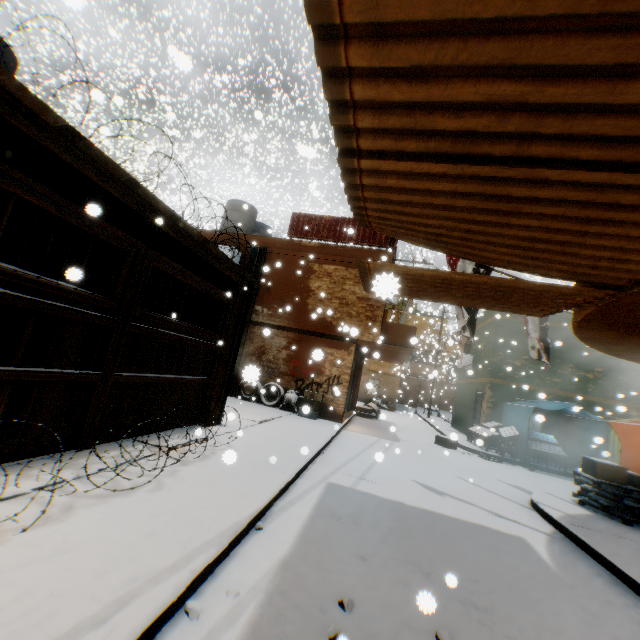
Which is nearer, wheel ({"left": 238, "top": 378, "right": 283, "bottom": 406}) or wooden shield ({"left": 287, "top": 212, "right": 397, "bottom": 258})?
wheel ({"left": 238, "top": 378, "right": 283, "bottom": 406})

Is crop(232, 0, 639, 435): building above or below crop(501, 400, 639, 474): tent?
above

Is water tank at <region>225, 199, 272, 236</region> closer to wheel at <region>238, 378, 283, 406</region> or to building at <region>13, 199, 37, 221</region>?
building at <region>13, 199, 37, 221</region>

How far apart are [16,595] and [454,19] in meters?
4.0 m

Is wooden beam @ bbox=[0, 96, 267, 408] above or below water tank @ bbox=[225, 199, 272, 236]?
below

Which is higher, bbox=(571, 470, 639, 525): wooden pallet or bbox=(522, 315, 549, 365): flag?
bbox=(522, 315, 549, 365): flag

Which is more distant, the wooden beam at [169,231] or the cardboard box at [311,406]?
the cardboard box at [311,406]

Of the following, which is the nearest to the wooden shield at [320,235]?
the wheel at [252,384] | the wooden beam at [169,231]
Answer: the wooden beam at [169,231]
